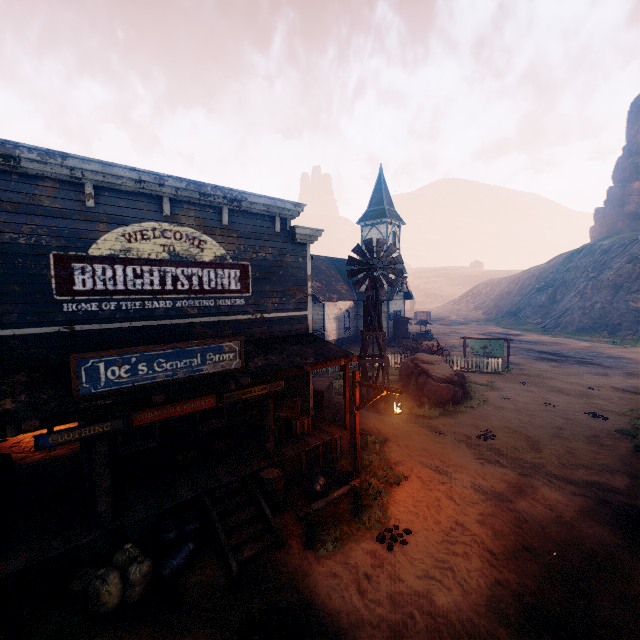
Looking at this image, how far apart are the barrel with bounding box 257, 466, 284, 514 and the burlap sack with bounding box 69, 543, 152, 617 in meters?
2.7

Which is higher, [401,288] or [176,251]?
[176,251]

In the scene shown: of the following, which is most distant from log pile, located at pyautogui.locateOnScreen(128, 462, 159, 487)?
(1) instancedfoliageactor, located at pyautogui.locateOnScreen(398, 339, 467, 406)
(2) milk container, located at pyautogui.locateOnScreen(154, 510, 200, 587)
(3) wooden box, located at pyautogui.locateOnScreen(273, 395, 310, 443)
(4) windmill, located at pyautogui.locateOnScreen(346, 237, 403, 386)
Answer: (1) instancedfoliageactor, located at pyautogui.locateOnScreen(398, 339, 467, 406)

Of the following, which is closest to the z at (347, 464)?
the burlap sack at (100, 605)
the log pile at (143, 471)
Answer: the burlap sack at (100, 605)

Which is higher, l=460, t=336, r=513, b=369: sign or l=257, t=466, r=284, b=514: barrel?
l=460, t=336, r=513, b=369: sign

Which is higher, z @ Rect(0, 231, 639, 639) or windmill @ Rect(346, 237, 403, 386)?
windmill @ Rect(346, 237, 403, 386)

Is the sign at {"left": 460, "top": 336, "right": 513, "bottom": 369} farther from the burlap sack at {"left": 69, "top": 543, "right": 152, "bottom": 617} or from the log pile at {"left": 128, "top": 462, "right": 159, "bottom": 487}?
the burlap sack at {"left": 69, "top": 543, "right": 152, "bottom": 617}

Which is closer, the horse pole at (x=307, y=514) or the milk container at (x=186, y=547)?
the milk container at (x=186, y=547)
